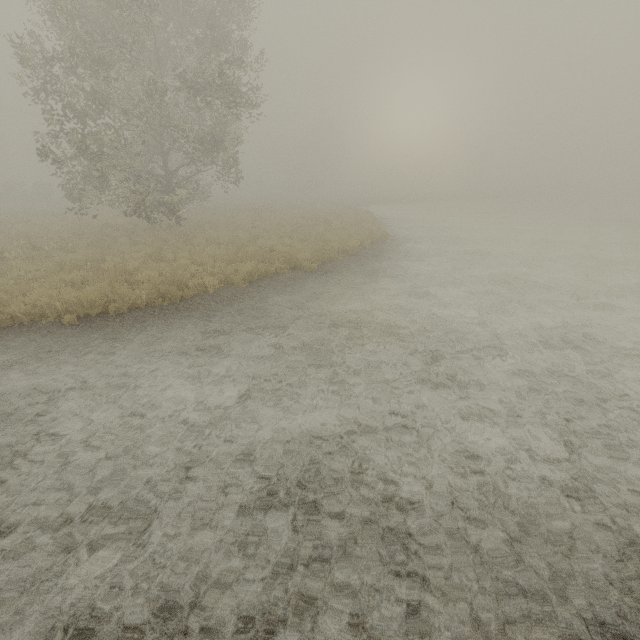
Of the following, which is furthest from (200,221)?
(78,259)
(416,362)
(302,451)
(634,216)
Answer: (634,216)
